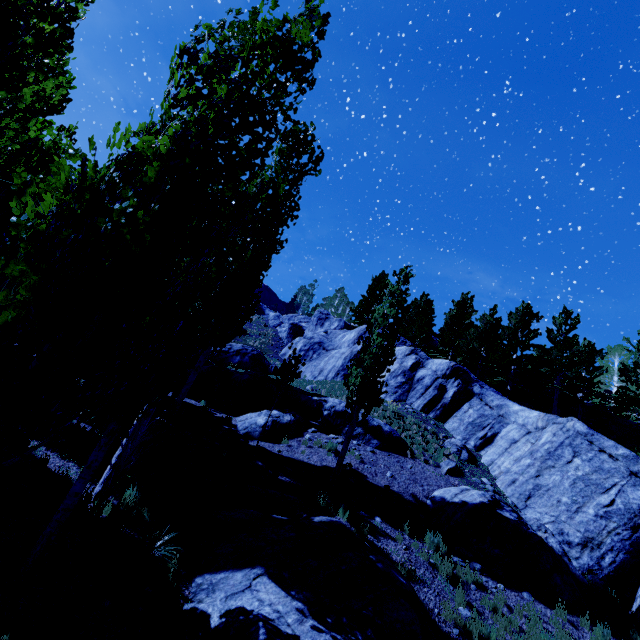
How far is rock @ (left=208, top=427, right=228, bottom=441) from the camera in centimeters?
1329cm

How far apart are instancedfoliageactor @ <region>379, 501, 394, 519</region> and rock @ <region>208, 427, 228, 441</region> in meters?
6.6

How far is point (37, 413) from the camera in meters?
2.6 m

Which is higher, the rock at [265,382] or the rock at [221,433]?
the rock at [265,382]

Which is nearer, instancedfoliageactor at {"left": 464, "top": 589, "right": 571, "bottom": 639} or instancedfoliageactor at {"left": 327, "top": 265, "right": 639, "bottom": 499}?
instancedfoliageactor at {"left": 464, "top": 589, "right": 571, "bottom": 639}

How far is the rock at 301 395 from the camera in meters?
15.2

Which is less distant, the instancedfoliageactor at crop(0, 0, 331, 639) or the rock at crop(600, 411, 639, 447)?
the instancedfoliageactor at crop(0, 0, 331, 639)

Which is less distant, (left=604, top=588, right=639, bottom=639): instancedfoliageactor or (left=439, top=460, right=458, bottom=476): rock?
(left=604, top=588, right=639, bottom=639): instancedfoliageactor
